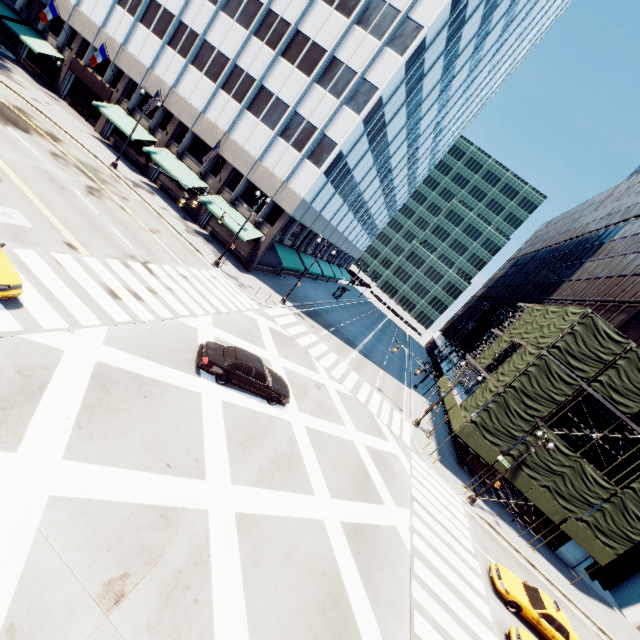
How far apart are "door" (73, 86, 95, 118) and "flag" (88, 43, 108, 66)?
5.3 meters

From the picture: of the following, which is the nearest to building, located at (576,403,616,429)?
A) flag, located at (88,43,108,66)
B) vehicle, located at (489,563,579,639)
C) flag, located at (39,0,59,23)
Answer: vehicle, located at (489,563,579,639)

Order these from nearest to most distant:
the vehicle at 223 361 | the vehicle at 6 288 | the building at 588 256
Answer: the vehicle at 6 288, the vehicle at 223 361, the building at 588 256

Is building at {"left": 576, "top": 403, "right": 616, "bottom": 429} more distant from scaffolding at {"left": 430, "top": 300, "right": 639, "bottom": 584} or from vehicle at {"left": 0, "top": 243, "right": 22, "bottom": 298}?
vehicle at {"left": 0, "top": 243, "right": 22, "bottom": 298}

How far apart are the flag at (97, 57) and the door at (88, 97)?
5.3 meters

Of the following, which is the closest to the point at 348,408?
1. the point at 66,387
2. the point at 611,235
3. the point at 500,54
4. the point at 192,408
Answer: the point at 192,408

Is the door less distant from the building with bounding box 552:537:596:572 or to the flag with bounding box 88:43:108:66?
the flag with bounding box 88:43:108:66

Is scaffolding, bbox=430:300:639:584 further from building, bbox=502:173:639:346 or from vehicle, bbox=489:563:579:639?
vehicle, bbox=489:563:579:639
